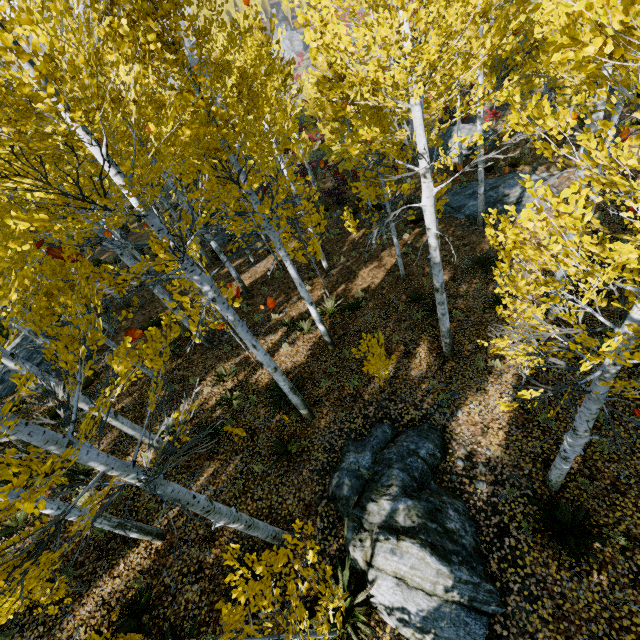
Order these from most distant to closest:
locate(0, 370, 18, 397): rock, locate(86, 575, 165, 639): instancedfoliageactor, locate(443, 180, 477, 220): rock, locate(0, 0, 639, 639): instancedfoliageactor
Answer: locate(443, 180, 477, 220): rock
locate(0, 370, 18, 397): rock
locate(86, 575, 165, 639): instancedfoliageactor
locate(0, 0, 639, 639): instancedfoliageactor

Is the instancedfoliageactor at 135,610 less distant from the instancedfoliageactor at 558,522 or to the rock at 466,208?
the instancedfoliageactor at 558,522

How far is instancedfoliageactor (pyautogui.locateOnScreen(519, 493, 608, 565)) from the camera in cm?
525

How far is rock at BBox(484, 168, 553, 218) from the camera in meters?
14.2

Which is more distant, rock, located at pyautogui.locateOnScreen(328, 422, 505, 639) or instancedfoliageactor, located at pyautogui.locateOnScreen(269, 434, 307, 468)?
instancedfoliageactor, located at pyautogui.locateOnScreen(269, 434, 307, 468)

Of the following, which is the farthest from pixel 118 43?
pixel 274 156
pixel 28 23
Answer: pixel 274 156

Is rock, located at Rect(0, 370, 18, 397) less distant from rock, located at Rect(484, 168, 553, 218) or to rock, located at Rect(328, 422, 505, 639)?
rock, located at Rect(328, 422, 505, 639)

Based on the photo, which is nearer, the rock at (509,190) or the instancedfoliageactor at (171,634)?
the instancedfoliageactor at (171,634)
